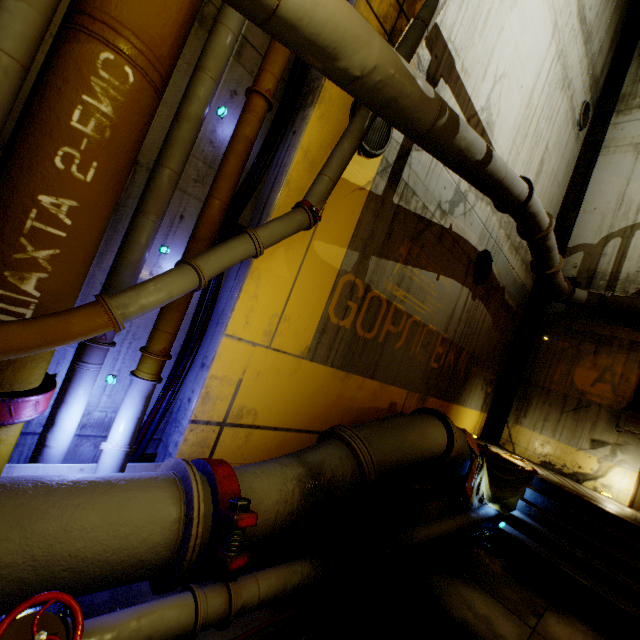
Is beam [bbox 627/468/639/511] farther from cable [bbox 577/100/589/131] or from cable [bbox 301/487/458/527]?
cable [bbox 301/487/458/527]

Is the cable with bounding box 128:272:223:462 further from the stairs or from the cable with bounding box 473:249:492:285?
the cable with bounding box 473:249:492:285

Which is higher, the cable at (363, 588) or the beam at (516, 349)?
the beam at (516, 349)

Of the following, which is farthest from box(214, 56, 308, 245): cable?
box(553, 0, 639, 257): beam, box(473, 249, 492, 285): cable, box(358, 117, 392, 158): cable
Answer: box(553, 0, 639, 257): beam

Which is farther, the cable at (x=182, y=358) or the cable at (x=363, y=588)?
the cable at (x=182, y=358)

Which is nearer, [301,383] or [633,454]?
[301,383]

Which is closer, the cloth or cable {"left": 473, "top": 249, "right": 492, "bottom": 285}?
the cloth

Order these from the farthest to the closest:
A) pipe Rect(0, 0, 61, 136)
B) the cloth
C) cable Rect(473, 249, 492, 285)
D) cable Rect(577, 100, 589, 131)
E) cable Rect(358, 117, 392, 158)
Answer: cable Rect(577, 100, 589, 131) → cable Rect(473, 249, 492, 285) → the cloth → cable Rect(358, 117, 392, 158) → pipe Rect(0, 0, 61, 136)
